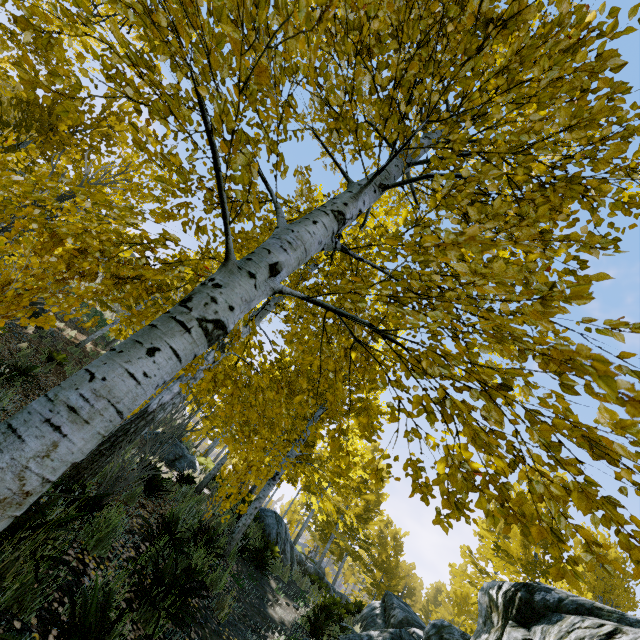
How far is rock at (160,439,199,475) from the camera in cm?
1238

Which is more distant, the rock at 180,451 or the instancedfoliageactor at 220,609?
the rock at 180,451

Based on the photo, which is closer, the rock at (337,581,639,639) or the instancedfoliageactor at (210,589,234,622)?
the rock at (337,581,639,639)

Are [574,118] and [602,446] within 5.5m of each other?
yes

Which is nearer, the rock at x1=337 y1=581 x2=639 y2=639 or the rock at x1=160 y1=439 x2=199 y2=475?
the rock at x1=337 y1=581 x2=639 y2=639

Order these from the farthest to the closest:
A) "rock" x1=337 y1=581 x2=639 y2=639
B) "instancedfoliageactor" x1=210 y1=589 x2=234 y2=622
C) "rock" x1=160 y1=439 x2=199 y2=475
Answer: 1. "rock" x1=160 y1=439 x2=199 y2=475
2. "instancedfoliageactor" x1=210 y1=589 x2=234 y2=622
3. "rock" x1=337 y1=581 x2=639 y2=639

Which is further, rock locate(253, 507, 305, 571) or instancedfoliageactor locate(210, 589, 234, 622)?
rock locate(253, 507, 305, 571)

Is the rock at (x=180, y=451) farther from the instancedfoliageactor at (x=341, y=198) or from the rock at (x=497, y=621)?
the rock at (x=497, y=621)
